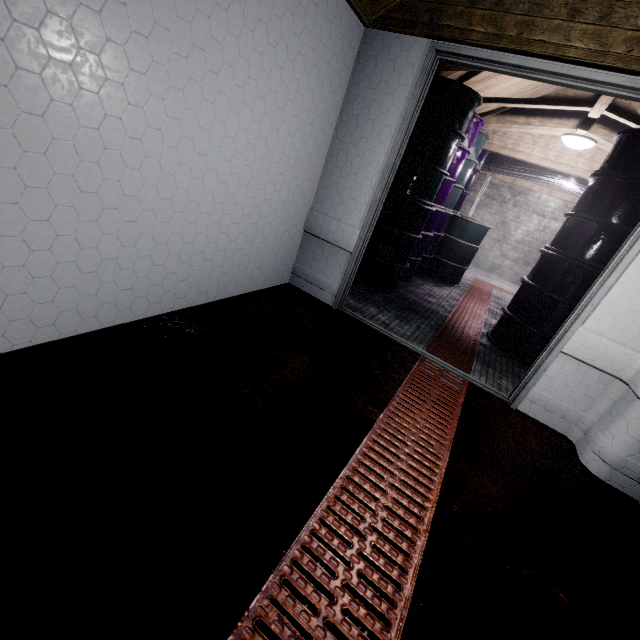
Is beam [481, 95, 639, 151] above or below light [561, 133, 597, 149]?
above

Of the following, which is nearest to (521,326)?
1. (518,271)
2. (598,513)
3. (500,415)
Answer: (500,415)

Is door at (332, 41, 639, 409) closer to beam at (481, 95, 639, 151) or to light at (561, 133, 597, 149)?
beam at (481, 95, 639, 151)

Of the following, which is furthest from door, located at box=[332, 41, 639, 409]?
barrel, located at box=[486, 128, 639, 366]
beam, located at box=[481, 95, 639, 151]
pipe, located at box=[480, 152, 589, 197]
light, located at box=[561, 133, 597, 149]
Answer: pipe, located at box=[480, 152, 589, 197]

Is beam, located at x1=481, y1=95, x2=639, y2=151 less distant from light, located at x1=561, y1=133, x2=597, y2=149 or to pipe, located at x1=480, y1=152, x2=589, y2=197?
light, located at x1=561, y1=133, x2=597, y2=149

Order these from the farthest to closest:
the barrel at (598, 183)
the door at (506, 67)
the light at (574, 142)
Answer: the light at (574, 142) → the barrel at (598, 183) → the door at (506, 67)

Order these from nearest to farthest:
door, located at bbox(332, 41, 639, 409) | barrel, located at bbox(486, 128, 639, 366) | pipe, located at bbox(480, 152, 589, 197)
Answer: door, located at bbox(332, 41, 639, 409) → barrel, located at bbox(486, 128, 639, 366) → pipe, located at bbox(480, 152, 589, 197)

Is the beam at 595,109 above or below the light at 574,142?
above
